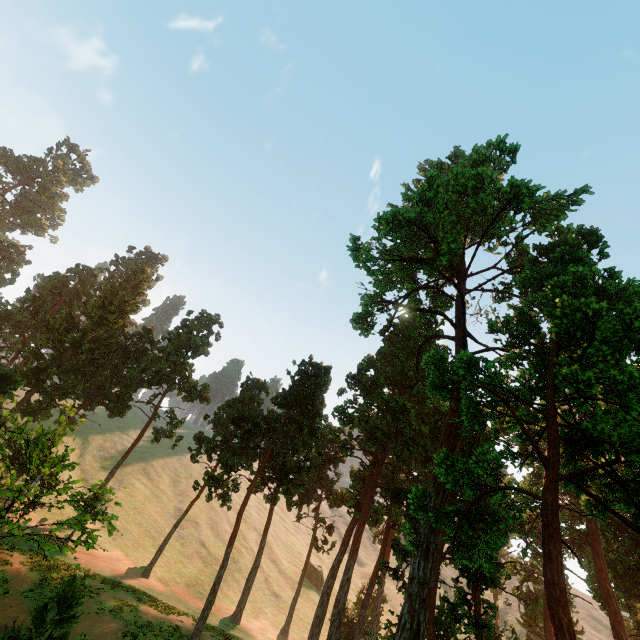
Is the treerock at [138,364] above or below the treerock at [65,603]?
above

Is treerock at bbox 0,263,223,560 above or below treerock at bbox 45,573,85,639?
above

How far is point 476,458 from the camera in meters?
26.6

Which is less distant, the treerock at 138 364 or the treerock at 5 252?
the treerock at 138 364

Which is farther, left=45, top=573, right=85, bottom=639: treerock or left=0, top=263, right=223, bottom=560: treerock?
left=0, top=263, right=223, bottom=560: treerock

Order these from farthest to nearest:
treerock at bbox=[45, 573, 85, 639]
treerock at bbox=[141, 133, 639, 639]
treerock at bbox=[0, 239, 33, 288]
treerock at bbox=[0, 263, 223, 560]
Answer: treerock at bbox=[0, 239, 33, 288] < treerock at bbox=[0, 263, 223, 560] < treerock at bbox=[141, 133, 639, 639] < treerock at bbox=[45, 573, 85, 639]
